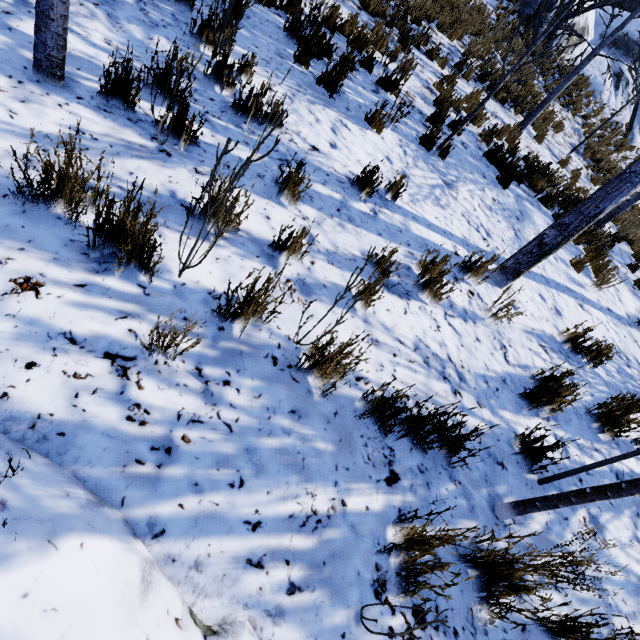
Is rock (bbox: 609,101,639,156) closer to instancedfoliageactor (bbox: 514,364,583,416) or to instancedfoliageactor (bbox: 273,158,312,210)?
instancedfoliageactor (bbox: 514,364,583,416)

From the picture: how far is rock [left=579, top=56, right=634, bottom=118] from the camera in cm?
1561

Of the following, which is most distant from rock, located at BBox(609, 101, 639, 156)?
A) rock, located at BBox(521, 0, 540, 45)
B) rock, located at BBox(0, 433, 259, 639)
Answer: rock, located at BBox(0, 433, 259, 639)

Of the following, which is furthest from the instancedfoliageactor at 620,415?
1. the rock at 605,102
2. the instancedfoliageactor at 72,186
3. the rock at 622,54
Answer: the rock at 622,54

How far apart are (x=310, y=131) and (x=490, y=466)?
3.8m

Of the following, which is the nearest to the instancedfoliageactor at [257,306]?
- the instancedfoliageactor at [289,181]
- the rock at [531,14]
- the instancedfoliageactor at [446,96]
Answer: the instancedfoliageactor at [446,96]

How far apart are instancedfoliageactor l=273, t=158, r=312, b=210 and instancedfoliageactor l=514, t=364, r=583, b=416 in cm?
270

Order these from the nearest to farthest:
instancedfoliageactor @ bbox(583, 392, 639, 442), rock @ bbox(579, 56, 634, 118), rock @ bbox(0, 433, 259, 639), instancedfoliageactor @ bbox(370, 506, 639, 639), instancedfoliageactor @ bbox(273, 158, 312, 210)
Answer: rock @ bbox(0, 433, 259, 639) < instancedfoliageactor @ bbox(370, 506, 639, 639) < instancedfoliageactor @ bbox(273, 158, 312, 210) < instancedfoliageactor @ bbox(583, 392, 639, 442) < rock @ bbox(579, 56, 634, 118)
